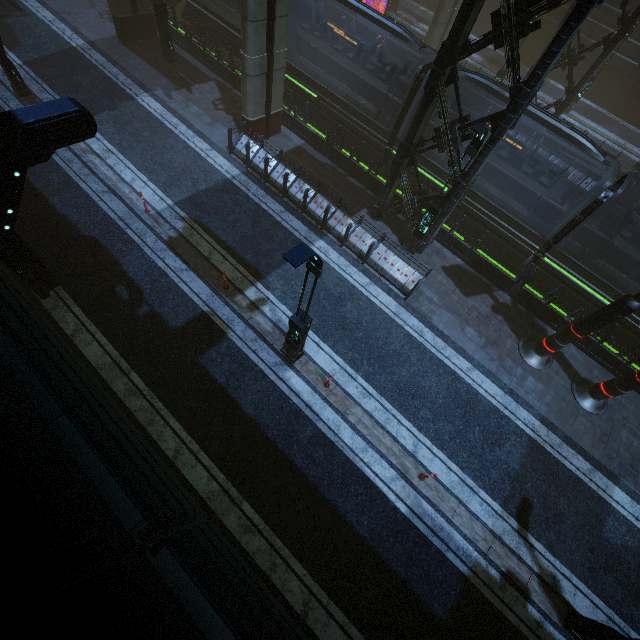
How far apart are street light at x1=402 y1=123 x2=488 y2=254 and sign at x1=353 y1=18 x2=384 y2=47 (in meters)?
19.01

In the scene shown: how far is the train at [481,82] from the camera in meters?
12.2

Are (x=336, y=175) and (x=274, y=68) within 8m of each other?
yes

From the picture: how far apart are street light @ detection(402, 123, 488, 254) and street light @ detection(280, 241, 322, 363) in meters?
6.6

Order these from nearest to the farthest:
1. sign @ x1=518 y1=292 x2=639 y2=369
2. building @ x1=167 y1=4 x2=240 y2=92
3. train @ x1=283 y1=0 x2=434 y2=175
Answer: sign @ x1=518 y1=292 x2=639 y2=369 < train @ x1=283 y1=0 x2=434 y2=175 < building @ x1=167 y1=4 x2=240 y2=92

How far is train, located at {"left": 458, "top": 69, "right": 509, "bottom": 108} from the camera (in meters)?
→ 12.18

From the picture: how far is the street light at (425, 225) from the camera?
9.6m

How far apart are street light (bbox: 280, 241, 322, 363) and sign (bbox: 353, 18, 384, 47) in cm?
2502
